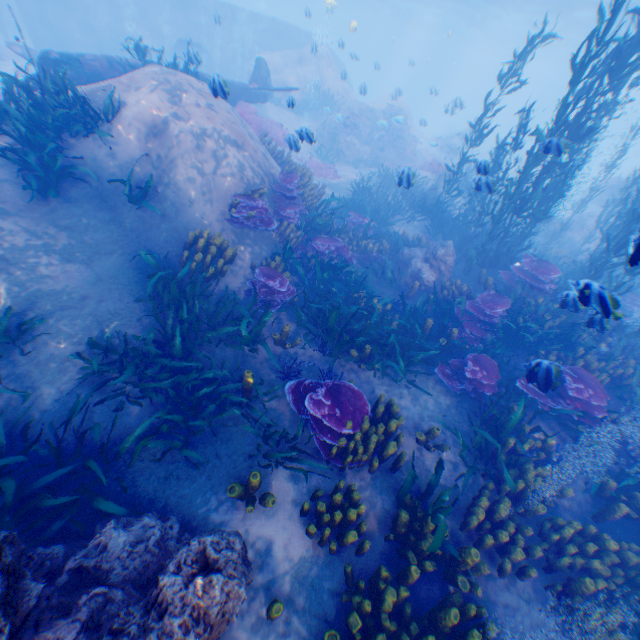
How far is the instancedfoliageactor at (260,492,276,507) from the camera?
4.44m

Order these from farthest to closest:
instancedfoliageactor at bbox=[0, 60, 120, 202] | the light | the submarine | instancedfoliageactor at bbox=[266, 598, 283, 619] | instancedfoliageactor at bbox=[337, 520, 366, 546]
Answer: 1. the light
2. the submarine
3. instancedfoliageactor at bbox=[0, 60, 120, 202]
4. instancedfoliageactor at bbox=[337, 520, 366, 546]
5. instancedfoliageactor at bbox=[266, 598, 283, 619]

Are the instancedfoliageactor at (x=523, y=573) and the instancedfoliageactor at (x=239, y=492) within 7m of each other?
yes

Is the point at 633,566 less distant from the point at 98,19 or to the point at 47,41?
the point at 47,41

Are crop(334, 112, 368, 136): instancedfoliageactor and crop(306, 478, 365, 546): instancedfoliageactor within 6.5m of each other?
no

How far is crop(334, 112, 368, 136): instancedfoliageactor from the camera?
20.3m

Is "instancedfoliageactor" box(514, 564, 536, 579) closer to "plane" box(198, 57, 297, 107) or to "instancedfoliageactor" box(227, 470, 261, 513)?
"instancedfoliageactor" box(227, 470, 261, 513)

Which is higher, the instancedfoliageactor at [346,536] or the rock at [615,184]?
the rock at [615,184]
